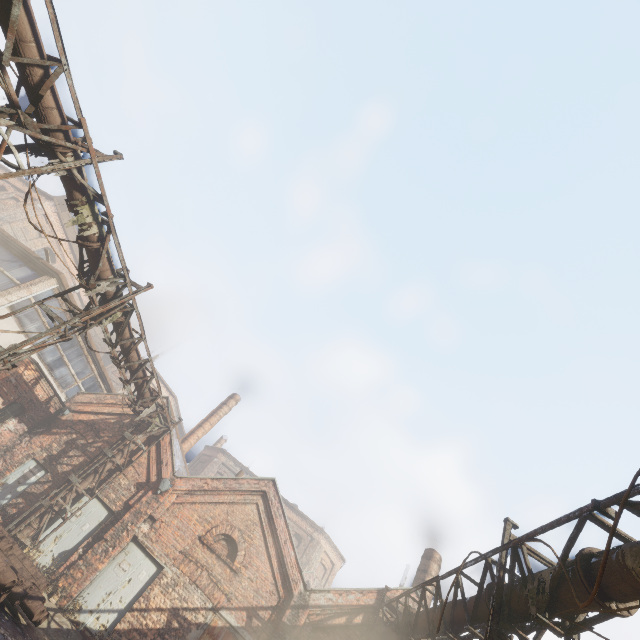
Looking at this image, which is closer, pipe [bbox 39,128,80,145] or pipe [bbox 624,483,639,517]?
pipe [bbox 624,483,639,517]

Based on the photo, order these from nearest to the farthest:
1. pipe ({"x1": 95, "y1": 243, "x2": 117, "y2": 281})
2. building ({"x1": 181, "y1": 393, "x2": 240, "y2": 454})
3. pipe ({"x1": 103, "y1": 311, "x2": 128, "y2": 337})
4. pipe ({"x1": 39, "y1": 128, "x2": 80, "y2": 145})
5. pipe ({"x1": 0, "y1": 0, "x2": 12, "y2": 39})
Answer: pipe ({"x1": 0, "y1": 0, "x2": 12, "y2": 39}) → pipe ({"x1": 39, "y1": 128, "x2": 80, "y2": 145}) → pipe ({"x1": 95, "y1": 243, "x2": 117, "y2": 281}) → pipe ({"x1": 103, "y1": 311, "x2": 128, "y2": 337}) → building ({"x1": 181, "y1": 393, "x2": 240, "y2": 454})

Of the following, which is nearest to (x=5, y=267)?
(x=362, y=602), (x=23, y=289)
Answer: (x=23, y=289)

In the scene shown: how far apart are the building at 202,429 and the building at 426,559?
15.0m

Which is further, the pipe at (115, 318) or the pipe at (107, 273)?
the pipe at (115, 318)

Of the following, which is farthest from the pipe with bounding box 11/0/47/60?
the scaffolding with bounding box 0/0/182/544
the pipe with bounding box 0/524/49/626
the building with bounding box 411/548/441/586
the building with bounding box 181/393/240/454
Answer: the building with bounding box 181/393/240/454

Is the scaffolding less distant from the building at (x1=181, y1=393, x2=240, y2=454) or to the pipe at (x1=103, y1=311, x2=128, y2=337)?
the pipe at (x1=103, y1=311, x2=128, y2=337)

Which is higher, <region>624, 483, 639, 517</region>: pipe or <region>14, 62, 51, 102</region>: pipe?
<region>624, 483, 639, 517</region>: pipe
